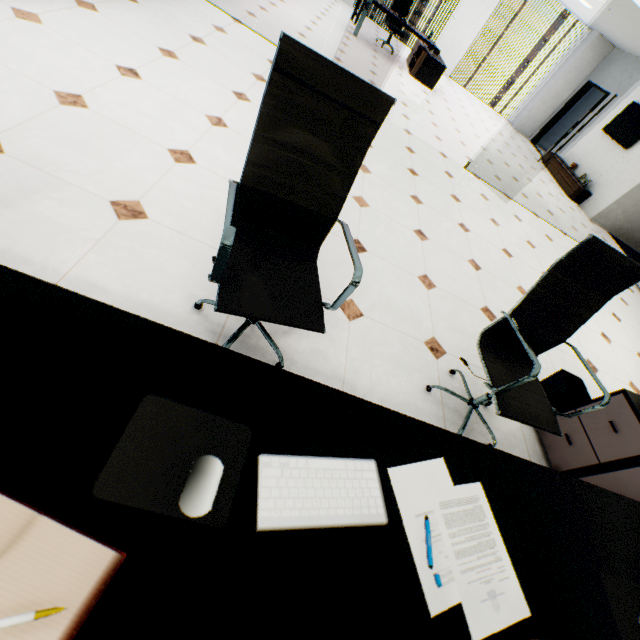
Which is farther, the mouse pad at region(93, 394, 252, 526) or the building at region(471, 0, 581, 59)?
the building at region(471, 0, 581, 59)

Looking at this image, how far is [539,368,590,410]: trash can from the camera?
2.43m

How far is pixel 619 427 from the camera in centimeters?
196cm

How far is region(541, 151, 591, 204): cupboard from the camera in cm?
873

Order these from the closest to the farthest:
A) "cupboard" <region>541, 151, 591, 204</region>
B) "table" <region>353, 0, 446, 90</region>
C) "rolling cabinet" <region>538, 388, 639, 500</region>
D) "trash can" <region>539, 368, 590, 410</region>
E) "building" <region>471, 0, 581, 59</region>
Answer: "rolling cabinet" <region>538, 388, 639, 500</region>
"trash can" <region>539, 368, 590, 410</region>
"table" <region>353, 0, 446, 90</region>
"cupboard" <region>541, 151, 591, 204</region>
"building" <region>471, 0, 581, 59</region>

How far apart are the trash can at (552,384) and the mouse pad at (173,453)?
2.7 meters

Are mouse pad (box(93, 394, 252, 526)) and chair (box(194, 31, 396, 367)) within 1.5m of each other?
yes

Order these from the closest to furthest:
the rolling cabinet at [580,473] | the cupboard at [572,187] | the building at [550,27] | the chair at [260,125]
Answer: the chair at [260,125], the rolling cabinet at [580,473], the cupboard at [572,187], the building at [550,27]
